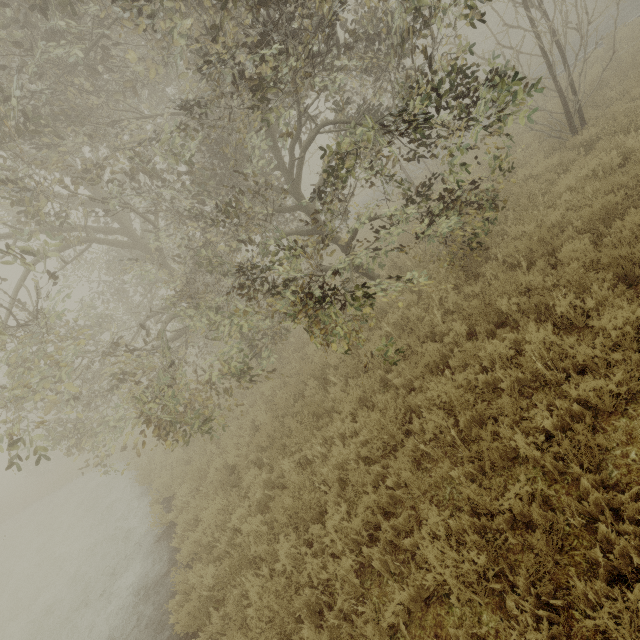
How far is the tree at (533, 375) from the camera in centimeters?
430cm

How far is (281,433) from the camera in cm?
751

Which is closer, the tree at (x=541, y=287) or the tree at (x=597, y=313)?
the tree at (x=597, y=313)

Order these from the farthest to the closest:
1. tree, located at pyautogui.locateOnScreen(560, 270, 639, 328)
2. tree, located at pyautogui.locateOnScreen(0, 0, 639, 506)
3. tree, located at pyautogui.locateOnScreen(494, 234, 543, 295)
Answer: tree, located at pyautogui.locateOnScreen(494, 234, 543, 295), tree, located at pyautogui.locateOnScreen(0, 0, 639, 506), tree, located at pyautogui.locateOnScreen(560, 270, 639, 328)

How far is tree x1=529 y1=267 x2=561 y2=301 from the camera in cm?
499

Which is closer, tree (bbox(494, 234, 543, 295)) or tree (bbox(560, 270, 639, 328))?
tree (bbox(560, 270, 639, 328))

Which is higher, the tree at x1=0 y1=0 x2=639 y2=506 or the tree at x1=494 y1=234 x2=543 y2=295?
the tree at x1=0 y1=0 x2=639 y2=506
